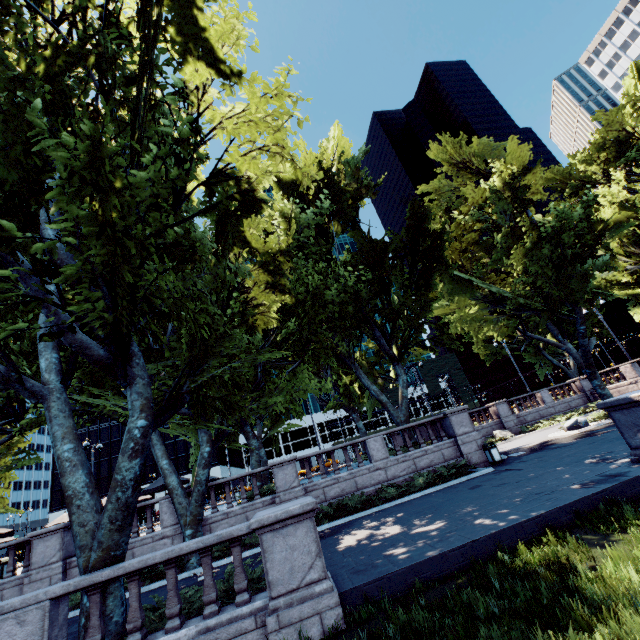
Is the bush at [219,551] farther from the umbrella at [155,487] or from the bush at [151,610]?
the umbrella at [155,487]

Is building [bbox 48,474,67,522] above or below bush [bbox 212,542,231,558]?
above

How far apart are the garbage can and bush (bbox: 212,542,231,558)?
12.7 meters

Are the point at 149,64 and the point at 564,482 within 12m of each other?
no

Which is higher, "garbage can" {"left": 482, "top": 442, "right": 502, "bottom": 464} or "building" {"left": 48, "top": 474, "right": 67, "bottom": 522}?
"building" {"left": 48, "top": 474, "right": 67, "bottom": 522}

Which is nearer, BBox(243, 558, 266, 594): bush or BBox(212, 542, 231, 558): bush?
BBox(243, 558, 266, 594): bush

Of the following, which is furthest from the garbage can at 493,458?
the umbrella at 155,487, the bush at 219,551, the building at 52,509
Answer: the building at 52,509

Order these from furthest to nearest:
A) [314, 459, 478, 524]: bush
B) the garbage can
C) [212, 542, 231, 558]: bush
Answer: the garbage can → [314, 459, 478, 524]: bush → [212, 542, 231, 558]: bush
